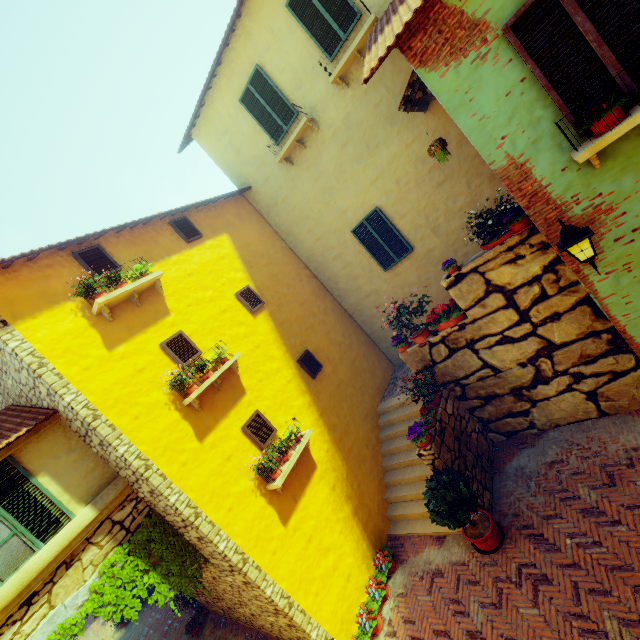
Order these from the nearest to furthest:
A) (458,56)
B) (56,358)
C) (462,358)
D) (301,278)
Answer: (458,56) < (56,358) < (462,358) < (301,278)

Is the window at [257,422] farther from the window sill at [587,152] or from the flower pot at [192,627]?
the window sill at [587,152]

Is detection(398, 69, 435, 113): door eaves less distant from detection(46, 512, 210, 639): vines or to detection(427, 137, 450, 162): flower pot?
detection(427, 137, 450, 162): flower pot

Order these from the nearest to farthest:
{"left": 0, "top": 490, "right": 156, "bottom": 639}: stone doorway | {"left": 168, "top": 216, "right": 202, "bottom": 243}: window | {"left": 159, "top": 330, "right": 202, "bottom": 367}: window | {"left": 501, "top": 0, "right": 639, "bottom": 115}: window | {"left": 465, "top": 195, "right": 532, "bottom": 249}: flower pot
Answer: {"left": 501, "top": 0, "right": 639, "bottom": 115}: window < {"left": 0, "top": 490, "right": 156, "bottom": 639}: stone doorway < {"left": 465, "top": 195, "right": 532, "bottom": 249}: flower pot < {"left": 159, "top": 330, "right": 202, "bottom": 367}: window < {"left": 168, "top": 216, "right": 202, "bottom": 243}: window

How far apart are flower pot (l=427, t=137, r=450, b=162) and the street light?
2.8m

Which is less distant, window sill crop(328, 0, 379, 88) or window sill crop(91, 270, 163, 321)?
window sill crop(91, 270, 163, 321)

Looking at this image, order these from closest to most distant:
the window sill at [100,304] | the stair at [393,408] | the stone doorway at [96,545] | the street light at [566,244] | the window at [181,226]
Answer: the street light at [566,244], the stone doorway at [96,545], the window sill at [100,304], the stair at [393,408], the window at [181,226]

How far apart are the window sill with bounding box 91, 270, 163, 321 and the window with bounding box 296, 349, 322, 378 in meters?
3.8
